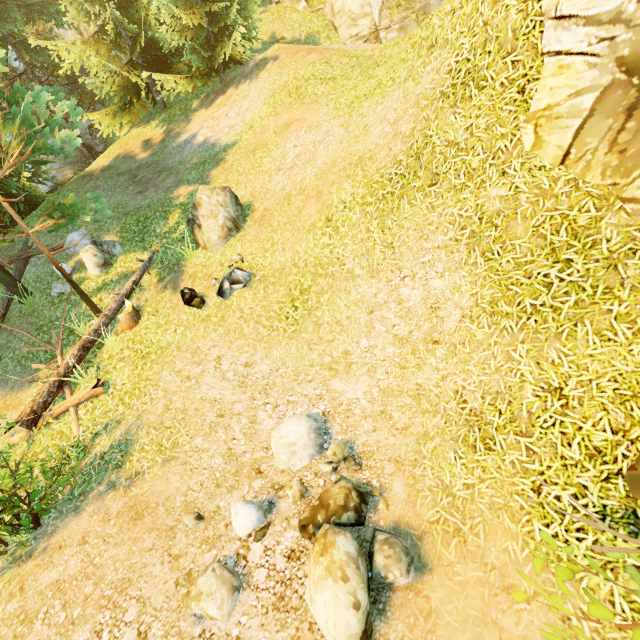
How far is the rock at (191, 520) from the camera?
4.95m

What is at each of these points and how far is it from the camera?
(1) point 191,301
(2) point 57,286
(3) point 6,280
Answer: (1) rock, 8.72m
(2) rock, 11.12m
(3) tree, 11.18m

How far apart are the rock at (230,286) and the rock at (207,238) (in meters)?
0.99

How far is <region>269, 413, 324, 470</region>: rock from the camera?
5.4 meters

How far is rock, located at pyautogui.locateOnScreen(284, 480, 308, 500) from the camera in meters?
5.0 m

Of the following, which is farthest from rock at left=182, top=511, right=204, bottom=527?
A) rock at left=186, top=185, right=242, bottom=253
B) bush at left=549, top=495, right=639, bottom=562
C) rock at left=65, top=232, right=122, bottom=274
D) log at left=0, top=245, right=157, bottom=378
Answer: rock at left=65, top=232, right=122, bottom=274

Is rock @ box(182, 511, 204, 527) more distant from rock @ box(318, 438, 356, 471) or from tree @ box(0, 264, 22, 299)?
tree @ box(0, 264, 22, 299)

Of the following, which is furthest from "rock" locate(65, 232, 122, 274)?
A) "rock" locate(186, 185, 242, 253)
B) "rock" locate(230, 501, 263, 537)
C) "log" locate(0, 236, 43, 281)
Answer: "rock" locate(230, 501, 263, 537)
